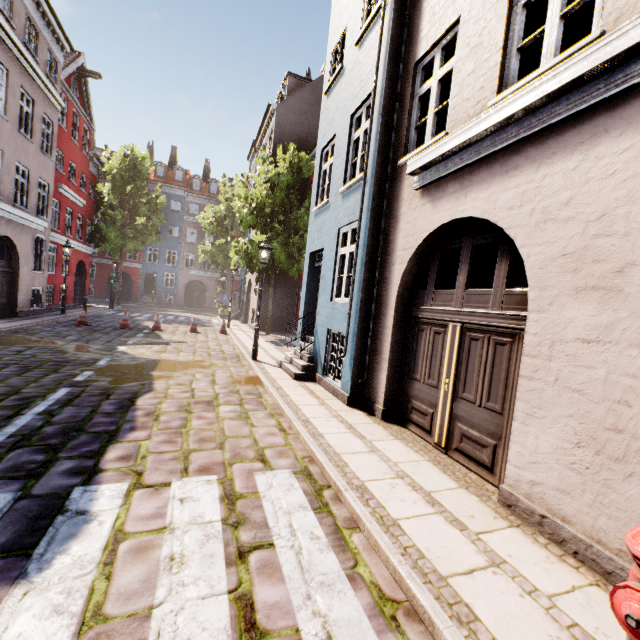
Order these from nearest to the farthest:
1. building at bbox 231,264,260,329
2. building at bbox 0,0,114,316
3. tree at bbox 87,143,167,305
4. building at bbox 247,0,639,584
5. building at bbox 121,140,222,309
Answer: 1. building at bbox 247,0,639,584
2. building at bbox 0,0,114,316
3. building at bbox 231,264,260,329
4. tree at bbox 87,143,167,305
5. building at bbox 121,140,222,309

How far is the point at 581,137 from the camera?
3.1 meters

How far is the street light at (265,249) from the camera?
9.9 meters

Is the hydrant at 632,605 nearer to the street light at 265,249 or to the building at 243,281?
the building at 243,281

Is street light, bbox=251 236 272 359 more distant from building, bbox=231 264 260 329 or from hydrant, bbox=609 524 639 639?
hydrant, bbox=609 524 639 639

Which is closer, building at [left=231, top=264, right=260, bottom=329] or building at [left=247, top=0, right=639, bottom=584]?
building at [left=247, top=0, right=639, bottom=584]

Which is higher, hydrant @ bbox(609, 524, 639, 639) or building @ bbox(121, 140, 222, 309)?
building @ bbox(121, 140, 222, 309)

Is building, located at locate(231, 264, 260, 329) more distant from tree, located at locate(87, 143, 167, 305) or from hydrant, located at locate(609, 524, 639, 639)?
tree, located at locate(87, 143, 167, 305)
